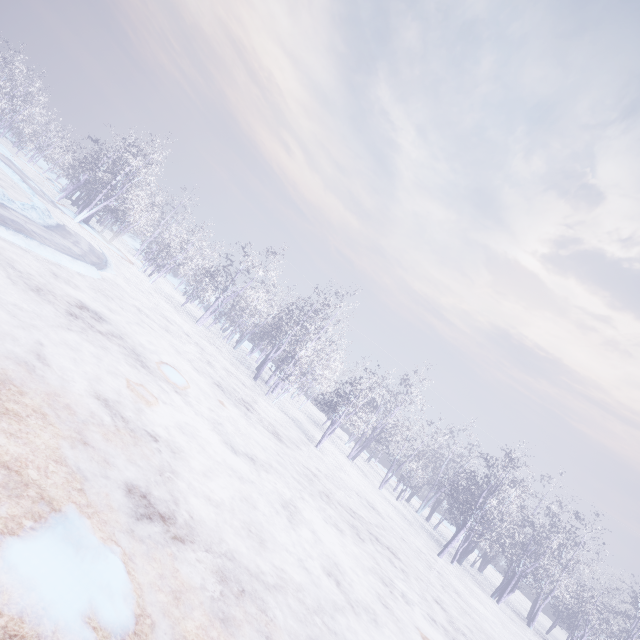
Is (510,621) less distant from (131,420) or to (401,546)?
(401,546)
